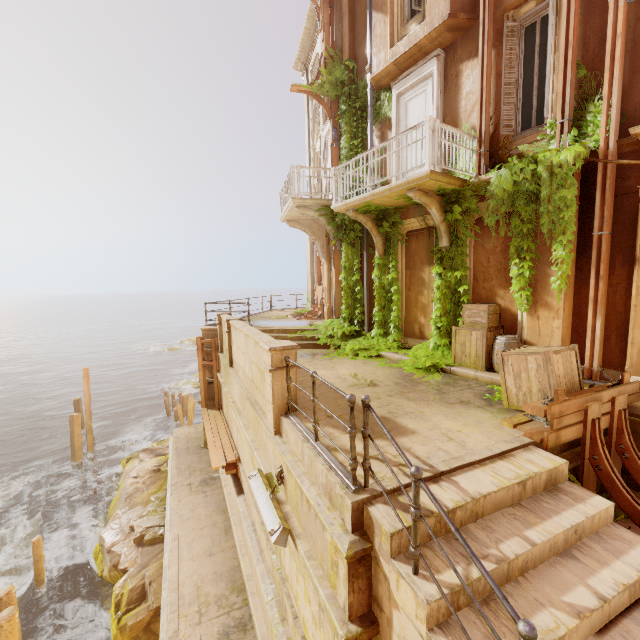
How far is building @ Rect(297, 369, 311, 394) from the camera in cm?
688

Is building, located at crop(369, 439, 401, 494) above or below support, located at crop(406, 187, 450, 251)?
below

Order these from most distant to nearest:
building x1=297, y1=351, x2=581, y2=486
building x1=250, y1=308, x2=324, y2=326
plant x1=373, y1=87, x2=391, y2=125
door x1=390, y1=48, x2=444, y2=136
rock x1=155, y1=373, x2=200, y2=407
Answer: rock x1=155, y1=373, x2=200, y2=407, building x1=250, y1=308, x2=324, y2=326, plant x1=373, y1=87, x2=391, y2=125, door x1=390, y1=48, x2=444, y2=136, building x1=297, y1=351, x2=581, y2=486

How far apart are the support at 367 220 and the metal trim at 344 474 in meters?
6.2 m

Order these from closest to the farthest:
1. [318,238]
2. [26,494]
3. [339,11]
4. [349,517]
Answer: [349,517]
[339,11]
[318,238]
[26,494]

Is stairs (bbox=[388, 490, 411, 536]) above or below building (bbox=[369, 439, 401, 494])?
below

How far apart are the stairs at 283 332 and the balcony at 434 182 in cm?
421

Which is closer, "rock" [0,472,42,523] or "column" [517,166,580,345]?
"column" [517,166,580,345]
